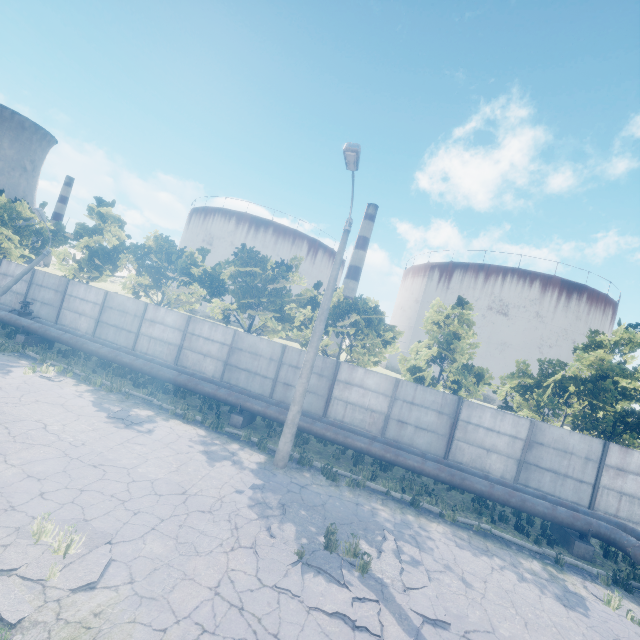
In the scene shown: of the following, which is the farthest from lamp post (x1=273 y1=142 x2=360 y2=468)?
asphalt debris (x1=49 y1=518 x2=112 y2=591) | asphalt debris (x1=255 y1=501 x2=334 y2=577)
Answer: asphalt debris (x1=49 y1=518 x2=112 y2=591)

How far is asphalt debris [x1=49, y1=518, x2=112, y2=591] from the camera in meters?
5.0

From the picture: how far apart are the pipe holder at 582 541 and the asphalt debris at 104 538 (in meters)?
13.50

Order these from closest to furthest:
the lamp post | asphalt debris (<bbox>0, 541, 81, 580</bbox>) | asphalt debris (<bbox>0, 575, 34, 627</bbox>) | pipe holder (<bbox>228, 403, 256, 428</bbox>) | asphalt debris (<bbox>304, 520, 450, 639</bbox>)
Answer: asphalt debris (<bbox>0, 575, 34, 627</bbox>) < asphalt debris (<bbox>0, 541, 81, 580</bbox>) < asphalt debris (<bbox>304, 520, 450, 639</bbox>) < the lamp post < pipe holder (<bbox>228, 403, 256, 428</bbox>)

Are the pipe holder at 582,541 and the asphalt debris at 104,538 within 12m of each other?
no

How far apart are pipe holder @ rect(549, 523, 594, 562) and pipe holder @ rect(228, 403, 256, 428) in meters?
12.4

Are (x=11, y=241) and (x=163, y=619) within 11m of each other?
no

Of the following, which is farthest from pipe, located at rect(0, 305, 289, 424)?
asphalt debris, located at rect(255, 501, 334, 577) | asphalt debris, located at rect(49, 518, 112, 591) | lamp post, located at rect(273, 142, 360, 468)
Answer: asphalt debris, located at rect(49, 518, 112, 591)
